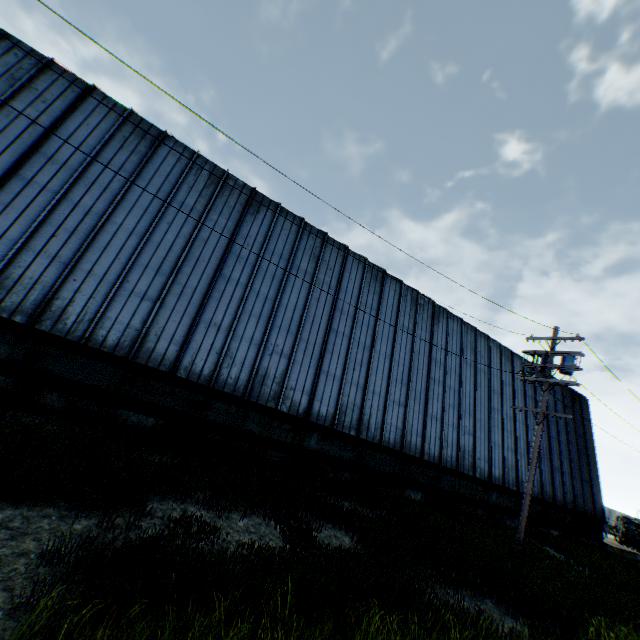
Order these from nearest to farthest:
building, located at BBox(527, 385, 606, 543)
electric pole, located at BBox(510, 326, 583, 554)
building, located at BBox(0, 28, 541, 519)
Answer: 1. building, located at BBox(0, 28, 541, 519)
2. electric pole, located at BBox(510, 326, 583, 554)
3. building, located at BBox(527, 385, 606, 543)

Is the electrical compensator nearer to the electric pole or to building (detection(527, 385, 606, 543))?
building (detection(527, 385, 606, 543))

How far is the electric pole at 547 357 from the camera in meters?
12.5 m

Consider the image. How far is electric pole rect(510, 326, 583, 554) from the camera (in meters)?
12.52

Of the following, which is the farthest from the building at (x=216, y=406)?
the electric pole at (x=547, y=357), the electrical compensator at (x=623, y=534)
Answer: the electrical compensator at (x=623, y=534)

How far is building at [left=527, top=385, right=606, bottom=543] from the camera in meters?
21.7

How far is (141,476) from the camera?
7.2 meters

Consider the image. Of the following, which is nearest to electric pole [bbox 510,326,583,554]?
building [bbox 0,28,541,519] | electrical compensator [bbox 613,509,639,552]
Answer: building [bbox 0,28,541,519]
